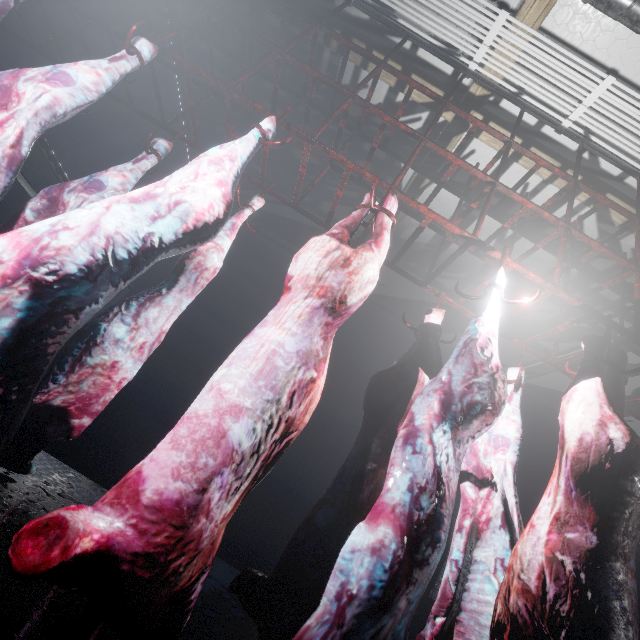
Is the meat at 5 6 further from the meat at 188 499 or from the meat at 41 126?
the meat at 188 499

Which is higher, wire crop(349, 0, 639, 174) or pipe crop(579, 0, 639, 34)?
wire crop(349, 0, 639, 174)

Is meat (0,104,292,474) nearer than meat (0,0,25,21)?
Yes

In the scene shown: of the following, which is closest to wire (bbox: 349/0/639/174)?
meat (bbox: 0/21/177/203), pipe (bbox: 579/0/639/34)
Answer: pipe (bbox: 579/0/639/34)

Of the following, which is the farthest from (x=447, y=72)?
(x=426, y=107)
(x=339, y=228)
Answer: (x=339, y=228)

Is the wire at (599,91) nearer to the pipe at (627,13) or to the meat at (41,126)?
the pipe at (627,13)

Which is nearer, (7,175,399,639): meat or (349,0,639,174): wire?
(7,175,399,639): meat

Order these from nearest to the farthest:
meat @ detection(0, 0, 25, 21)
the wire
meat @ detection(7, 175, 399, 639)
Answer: meat @ detection(7, 175, 399, 639) → meat @ detection(0, 0, 25, 21) → the wire
